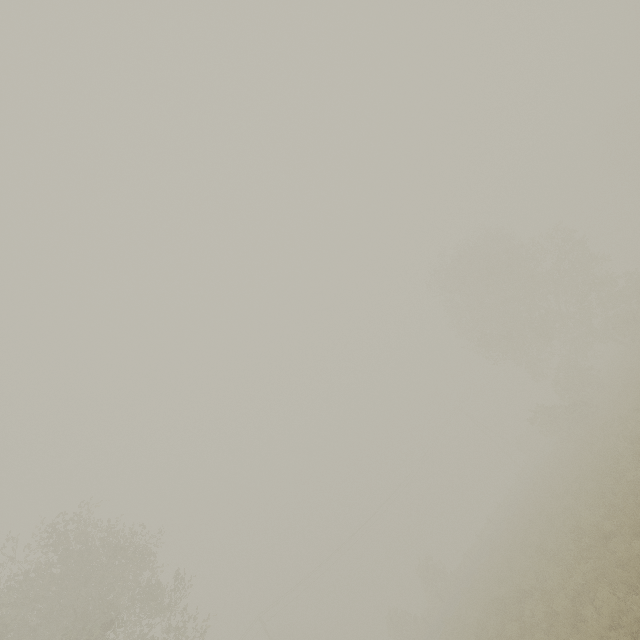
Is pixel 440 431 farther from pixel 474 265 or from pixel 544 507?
pixel 544 507
